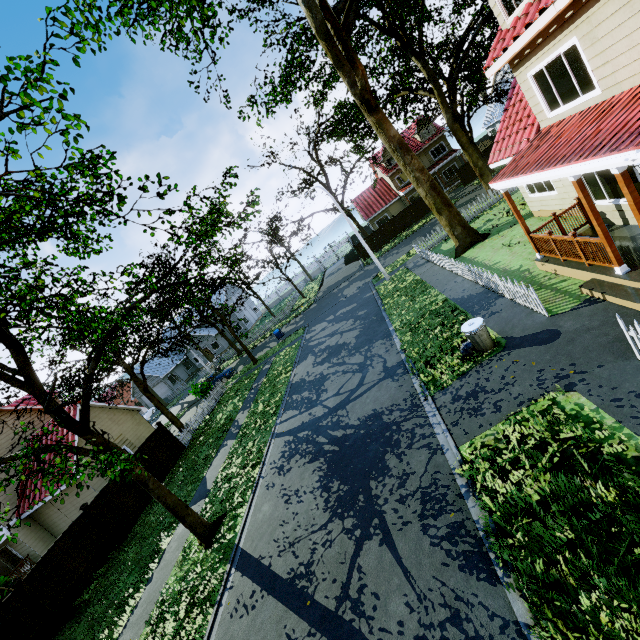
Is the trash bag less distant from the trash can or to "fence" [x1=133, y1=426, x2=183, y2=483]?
the trash can

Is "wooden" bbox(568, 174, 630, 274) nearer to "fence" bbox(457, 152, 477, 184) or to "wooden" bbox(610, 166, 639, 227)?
"wooden" bbox(610, 166, 639, 227)

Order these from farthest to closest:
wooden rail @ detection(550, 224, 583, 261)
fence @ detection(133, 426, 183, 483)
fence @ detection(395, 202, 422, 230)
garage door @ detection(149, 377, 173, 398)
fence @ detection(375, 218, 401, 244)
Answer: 1. garage door @ detection(149, 377, 173, 398)
2. fence @ detection(375, 218, 401, 244)
3. fence @ detection(395, 202, 422, 230)
4. fence @ detection(133, 426, 183, 483)
5. wooden rail @ detection(550, 224, 583, 261)

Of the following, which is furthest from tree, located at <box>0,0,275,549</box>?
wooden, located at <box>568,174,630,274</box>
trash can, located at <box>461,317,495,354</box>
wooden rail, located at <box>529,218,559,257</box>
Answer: trash can, located at <box>461,317,495,354</box>

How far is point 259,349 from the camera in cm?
3516

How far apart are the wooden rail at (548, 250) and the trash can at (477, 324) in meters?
3.1

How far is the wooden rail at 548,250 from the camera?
9.90m

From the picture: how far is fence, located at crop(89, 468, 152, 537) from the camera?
14.6 meters
